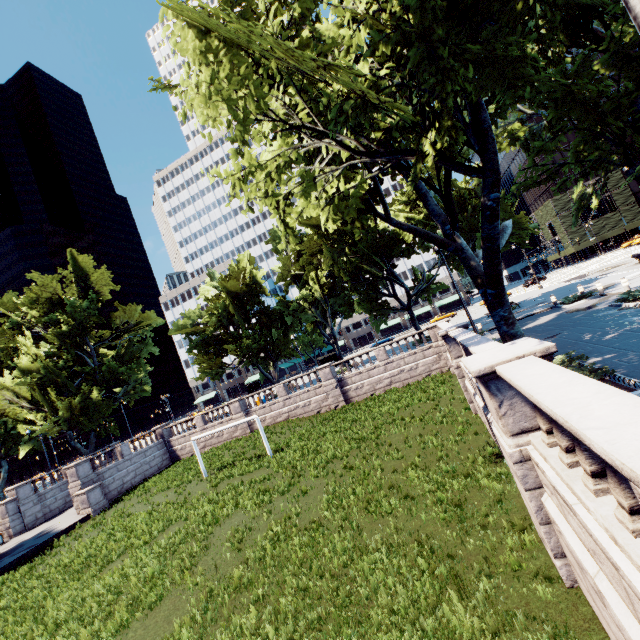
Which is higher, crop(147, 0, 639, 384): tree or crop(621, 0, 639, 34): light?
crop(147, 0, 639, 384): tree

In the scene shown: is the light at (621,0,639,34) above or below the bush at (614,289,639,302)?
above

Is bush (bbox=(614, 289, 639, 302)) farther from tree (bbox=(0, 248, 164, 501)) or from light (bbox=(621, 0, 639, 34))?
light (bbox=(621, 0, 639, 34))

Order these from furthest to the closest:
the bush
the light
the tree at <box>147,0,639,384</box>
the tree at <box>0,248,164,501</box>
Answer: the tree at <box>0,248,164,501</box>, the bush, the tree at <box>147,0,639,384</box>, the light

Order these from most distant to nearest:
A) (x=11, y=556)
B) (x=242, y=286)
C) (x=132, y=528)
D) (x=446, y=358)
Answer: (x=242, y=286)
(x=446, y=358)
(x=11, y=556)
(x=132, y=528)

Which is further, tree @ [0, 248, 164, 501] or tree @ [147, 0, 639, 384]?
tree @ [0, 248, 164, 501]

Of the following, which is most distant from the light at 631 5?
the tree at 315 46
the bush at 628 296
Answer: the bush at 628 296
